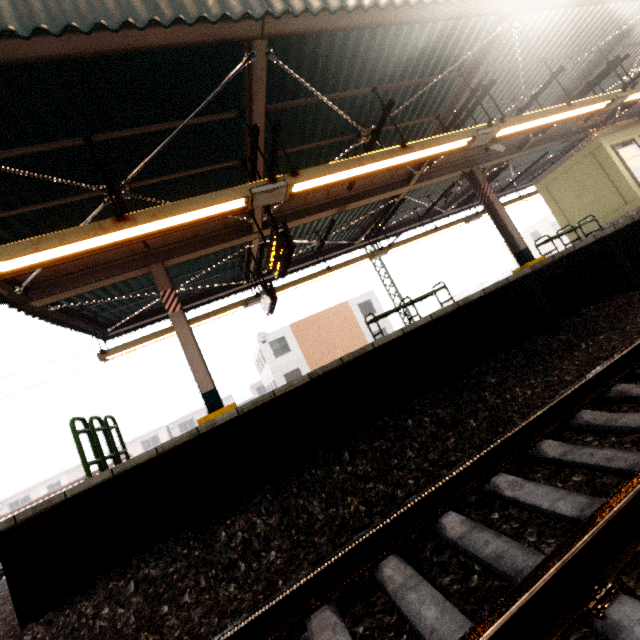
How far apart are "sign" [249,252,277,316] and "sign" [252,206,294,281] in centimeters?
134cm

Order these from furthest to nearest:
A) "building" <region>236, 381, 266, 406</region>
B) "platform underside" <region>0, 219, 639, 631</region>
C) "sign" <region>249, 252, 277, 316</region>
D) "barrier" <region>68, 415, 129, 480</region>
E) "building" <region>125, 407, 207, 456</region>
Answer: "building" <region>236, 381, 266, 406</region>, "building" <region>125, 407, 207, 456</region>, "sign" <region>249, 252, 277, 316</region>, "barrier" <region>68, 415, 129, 480</region>, "platform underside" <region>0, 219, 639, 631</region>

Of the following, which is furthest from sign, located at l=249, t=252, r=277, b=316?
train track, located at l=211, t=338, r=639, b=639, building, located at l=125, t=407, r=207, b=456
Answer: building, located at l=125, t=407, r=207, b=456

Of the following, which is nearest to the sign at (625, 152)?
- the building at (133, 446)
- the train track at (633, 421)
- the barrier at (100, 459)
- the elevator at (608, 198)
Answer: the elevator at (608, 198)

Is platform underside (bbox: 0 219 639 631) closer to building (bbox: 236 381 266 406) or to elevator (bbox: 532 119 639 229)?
elevator (bbox: 532 119 639 229)

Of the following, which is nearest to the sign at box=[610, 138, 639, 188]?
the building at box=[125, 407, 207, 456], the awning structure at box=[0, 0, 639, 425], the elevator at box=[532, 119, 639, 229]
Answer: the elevator at box=[532, 119, 639, 229]

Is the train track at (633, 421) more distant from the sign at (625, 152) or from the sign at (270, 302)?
the sign at (270, 302)

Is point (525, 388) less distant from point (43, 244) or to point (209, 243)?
point (43, 244)
